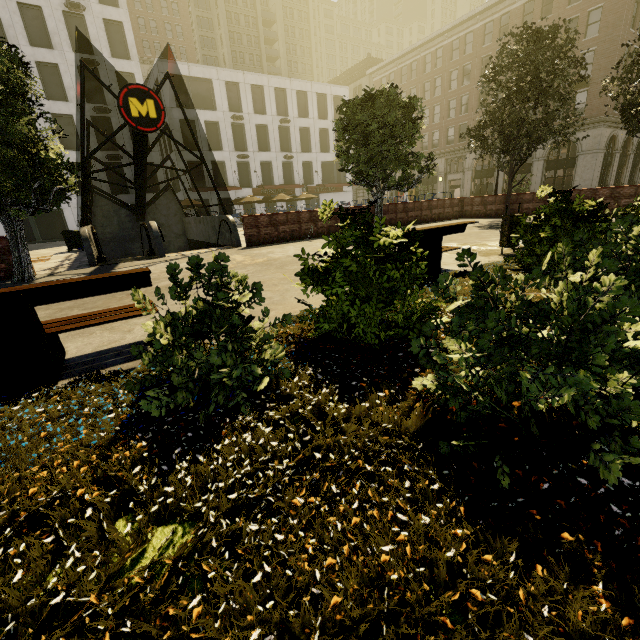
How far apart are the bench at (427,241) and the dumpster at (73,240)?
18.52m

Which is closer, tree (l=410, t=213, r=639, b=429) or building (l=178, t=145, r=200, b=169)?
tree (l=410, t=213, r=639, b=429)

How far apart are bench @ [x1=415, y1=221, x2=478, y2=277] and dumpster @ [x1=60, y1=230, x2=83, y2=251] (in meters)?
18.52

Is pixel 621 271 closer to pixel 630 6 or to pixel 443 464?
pixel 443 464

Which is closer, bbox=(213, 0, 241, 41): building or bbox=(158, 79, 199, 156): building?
bbox=(158, 79, 199, 156): building

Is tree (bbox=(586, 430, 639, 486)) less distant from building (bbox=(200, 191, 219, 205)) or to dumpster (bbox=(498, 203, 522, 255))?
dumpster (bbox=(498, 203, 522, 255))

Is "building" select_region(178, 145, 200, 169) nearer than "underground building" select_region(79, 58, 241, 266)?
No

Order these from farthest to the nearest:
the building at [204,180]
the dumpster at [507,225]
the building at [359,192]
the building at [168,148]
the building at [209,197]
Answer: the building at [359,192] < the building at [209,197] < the building at [204,180] < the building at [168,148] < the dumpster at [507,225]
